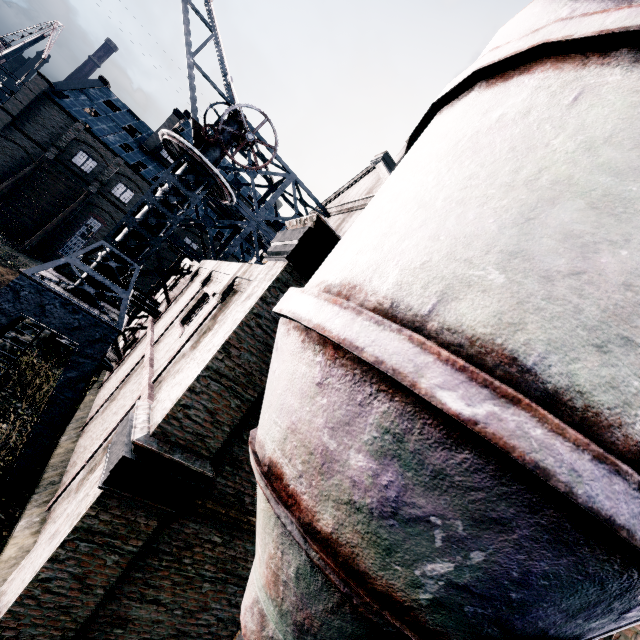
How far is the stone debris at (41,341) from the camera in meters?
15.2 m

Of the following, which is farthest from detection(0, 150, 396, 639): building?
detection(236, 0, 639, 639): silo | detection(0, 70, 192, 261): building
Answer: detection(0, 70, 192, 261): building

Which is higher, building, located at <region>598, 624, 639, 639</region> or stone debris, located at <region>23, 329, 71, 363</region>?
building, located at <region>598, 624, 639, 639</region>

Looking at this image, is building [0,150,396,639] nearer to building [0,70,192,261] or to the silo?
the silo

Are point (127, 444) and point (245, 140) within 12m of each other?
yes

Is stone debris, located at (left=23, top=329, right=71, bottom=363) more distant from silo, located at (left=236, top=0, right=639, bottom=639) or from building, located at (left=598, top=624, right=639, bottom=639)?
silo, located at (left=236, top=0, right=639, bottom=639)

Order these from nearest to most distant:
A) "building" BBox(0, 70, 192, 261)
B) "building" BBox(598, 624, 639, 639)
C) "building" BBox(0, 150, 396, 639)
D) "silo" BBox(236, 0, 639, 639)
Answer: "silo" BBox(236, 0, 639, 639), "building" BBox(598, 624, 639, 639), "building" BBox(0, 150, 396, 639), "building" BBox(0, 70, 192, 261)

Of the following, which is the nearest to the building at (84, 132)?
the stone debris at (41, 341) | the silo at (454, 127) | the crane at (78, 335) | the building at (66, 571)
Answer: the building at (66, 571)
